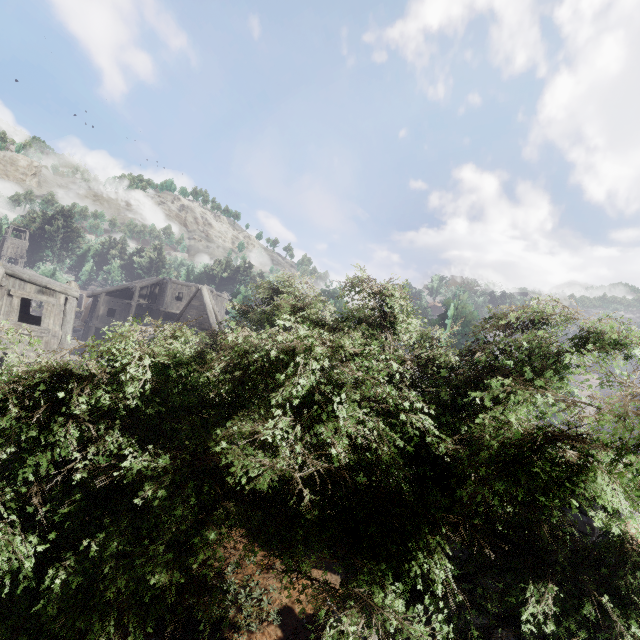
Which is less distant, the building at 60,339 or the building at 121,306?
the building at 60,339

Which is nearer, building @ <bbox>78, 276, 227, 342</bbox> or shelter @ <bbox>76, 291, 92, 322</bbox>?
building @ <bbox>78, 276, 227, 342</bbox>

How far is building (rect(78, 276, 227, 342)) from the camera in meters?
22.2 m

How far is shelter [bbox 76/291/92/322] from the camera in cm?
4622

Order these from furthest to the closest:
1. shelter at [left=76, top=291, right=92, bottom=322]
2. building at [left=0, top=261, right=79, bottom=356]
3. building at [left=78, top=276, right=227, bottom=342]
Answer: shelter at [left=76, top=291, right=92, bottom=322]
building at [left=78, top=276, right=227, bottom=342]
building at [left=0, top=261, right=79, bottom=356]

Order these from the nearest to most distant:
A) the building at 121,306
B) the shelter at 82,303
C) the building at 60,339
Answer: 1. the building at 60,339
2. the building at 121,306
3. the shelter at 82,303

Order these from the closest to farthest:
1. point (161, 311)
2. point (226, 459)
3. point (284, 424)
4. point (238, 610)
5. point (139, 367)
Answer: point (284, 424) < point (226, 459) < point (139, 367) < point (238, 610) < point (161, 311)
